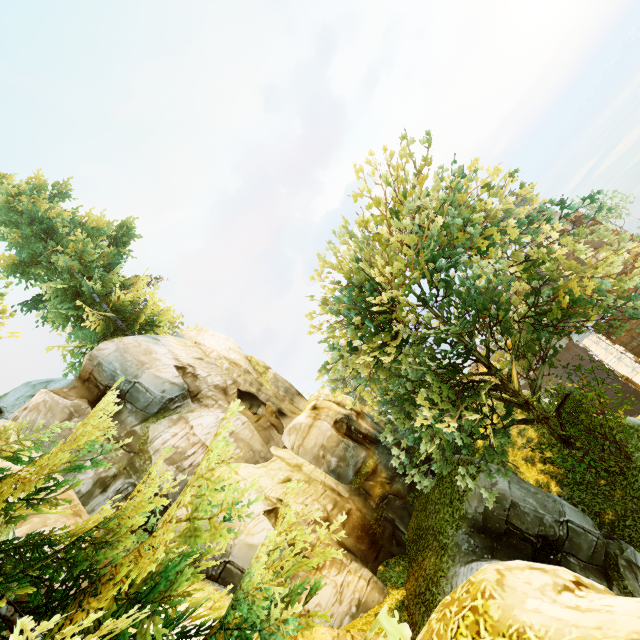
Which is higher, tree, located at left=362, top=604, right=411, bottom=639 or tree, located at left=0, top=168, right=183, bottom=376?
tree, located at left=0, top=168, right=183, bottom=376

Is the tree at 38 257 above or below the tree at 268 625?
above

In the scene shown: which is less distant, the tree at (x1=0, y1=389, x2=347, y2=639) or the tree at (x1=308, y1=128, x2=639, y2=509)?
the tree at (x1=0, y1=389, x2=347, y2=639)

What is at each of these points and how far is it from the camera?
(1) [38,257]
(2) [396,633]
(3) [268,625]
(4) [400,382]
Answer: (1) tree, 21.84m
(2) tree, 2.13m
(3) tree, 4.04m
(4) tree, 17.23m
